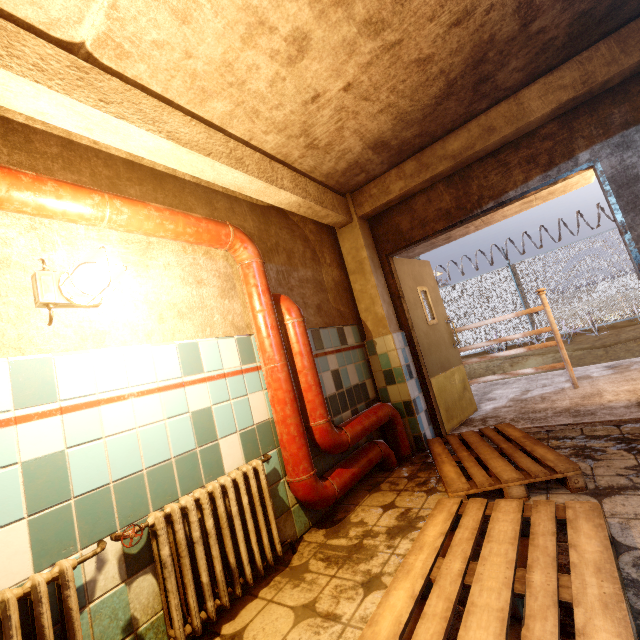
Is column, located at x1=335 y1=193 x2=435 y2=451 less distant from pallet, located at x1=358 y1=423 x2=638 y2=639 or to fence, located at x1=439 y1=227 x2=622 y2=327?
pallet, located at x1=358 y1=423 x2=638 y2=639

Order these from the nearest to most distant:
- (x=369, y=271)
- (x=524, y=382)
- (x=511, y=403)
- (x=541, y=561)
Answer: (x=541, y=561), (x=369, y=271), (x=511, y=403), (x=524, y=382)

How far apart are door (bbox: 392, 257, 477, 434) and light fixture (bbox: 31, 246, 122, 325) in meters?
3.1 m

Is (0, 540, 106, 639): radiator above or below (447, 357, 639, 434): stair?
above

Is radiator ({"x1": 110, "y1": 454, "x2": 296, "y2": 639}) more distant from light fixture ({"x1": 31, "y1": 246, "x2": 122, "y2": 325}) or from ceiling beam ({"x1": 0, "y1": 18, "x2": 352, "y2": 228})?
ceiling beam ({"x1": 0, "y1": 18, "x2": 352, "y2": 228})

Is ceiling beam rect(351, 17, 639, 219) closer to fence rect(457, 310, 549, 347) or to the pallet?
the pallet

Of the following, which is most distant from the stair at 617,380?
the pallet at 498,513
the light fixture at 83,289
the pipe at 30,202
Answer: the light fixture at 83,289

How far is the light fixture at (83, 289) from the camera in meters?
1.5 m
